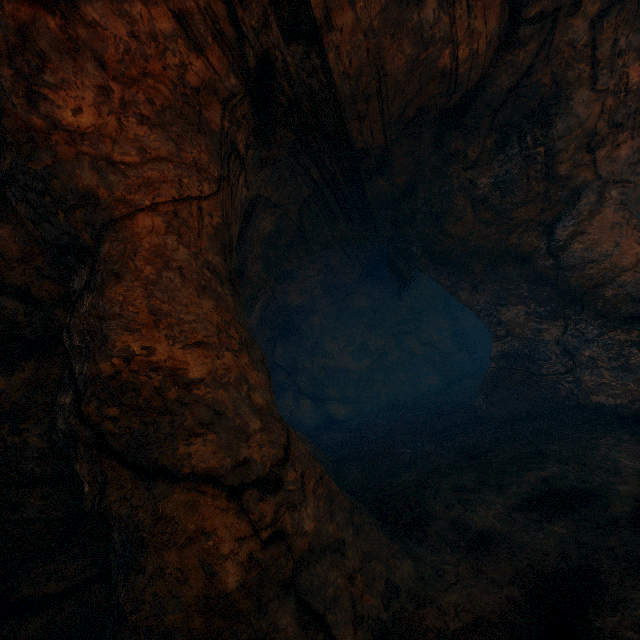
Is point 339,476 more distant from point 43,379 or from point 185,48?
point 185,48

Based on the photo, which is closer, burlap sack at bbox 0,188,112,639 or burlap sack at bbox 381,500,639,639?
burlap sack at bbox 381,500,639,639

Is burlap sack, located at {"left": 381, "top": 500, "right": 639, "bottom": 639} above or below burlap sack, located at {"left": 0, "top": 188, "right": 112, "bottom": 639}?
below

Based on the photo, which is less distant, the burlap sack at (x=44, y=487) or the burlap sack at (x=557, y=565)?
the burlap sack at (x=557, y=565)

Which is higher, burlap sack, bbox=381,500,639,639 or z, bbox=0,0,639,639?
z, bbox=0,0,639,639

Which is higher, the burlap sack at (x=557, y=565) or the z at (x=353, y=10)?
the z at (x=353, y=10)
